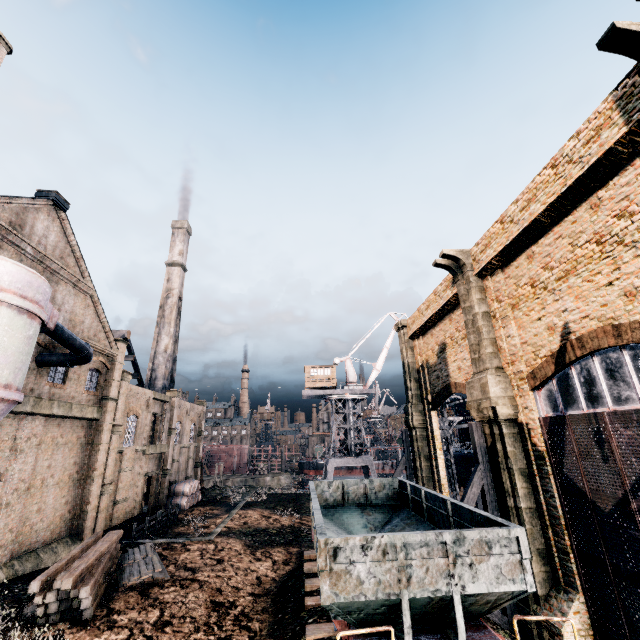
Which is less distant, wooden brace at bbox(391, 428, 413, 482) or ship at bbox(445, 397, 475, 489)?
wooden brace at bbox(391, 428, 413, 482)

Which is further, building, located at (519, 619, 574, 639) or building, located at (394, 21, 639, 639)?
building, located at (519, 619, 574, 639)

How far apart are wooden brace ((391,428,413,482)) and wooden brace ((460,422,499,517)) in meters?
11.7 m

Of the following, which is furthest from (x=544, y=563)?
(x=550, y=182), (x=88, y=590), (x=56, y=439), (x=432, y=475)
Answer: (x=56, y=439)

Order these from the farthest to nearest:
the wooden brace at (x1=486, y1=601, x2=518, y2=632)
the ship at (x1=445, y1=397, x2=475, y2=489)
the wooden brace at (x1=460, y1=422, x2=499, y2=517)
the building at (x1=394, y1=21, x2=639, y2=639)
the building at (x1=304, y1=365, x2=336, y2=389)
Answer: the building at (x1=304, y1=365, x2=336, y2=389)
the ship at (x1=445, y1=397, x2=475, y2=489)
the wooden brace at (x1=460, y1=422, x2=499, y2=517)
the wooden brace at (x1=486, y1=601, x2=518, y2=632)
the building at (x1=394, y1=21, x2=639, y2=639)

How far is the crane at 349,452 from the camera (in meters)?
42.66

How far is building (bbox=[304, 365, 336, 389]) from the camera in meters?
46.6

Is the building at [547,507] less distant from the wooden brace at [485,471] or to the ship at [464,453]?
the wooden brace at [485,471]
